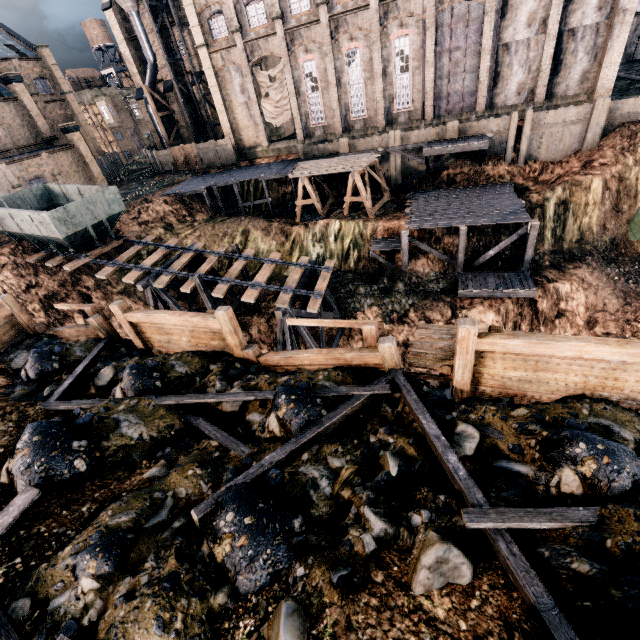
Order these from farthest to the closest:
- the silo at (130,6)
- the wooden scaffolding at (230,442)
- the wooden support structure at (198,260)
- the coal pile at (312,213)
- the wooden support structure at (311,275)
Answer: the silo at (130,6), the coal pile at (312,213), the wooden support structure at (198,260), the wooden support structure at (311,275), the wooden scaffolding at (230,442)

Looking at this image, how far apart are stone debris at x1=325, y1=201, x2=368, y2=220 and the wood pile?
3.5 meters

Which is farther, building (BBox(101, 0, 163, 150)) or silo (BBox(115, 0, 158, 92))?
building (BBox(101, 0, 163, 150))

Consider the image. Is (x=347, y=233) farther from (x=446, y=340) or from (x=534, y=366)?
(x=534, y=366)

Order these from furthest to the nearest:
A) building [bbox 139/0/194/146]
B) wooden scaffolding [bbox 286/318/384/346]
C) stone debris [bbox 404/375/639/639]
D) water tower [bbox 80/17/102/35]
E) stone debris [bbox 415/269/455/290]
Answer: water tower [bbox 80/17/102/35]
building [bbox 139/0/194/146]
stone debris [bbox 415/269/455/290]
wooden scaffolding [bbox 286/318/384/346]
stone debris [bbox 404/375/639/639]

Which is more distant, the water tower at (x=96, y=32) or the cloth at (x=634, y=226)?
the water tower at (x=96, y=32)

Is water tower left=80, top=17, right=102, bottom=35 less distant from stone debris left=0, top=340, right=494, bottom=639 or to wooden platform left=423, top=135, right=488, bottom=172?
wooden platform left=423, top=135, right=488, bottom=172

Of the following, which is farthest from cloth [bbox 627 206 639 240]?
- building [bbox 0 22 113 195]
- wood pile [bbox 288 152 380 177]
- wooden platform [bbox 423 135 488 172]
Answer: building [bbox 0 22 113 195]
